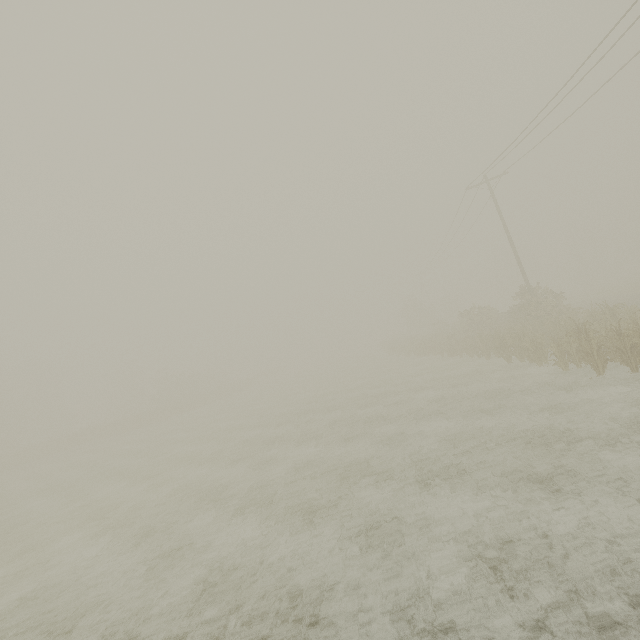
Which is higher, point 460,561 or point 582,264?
point 582,264

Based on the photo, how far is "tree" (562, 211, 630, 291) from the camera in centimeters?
5500cm

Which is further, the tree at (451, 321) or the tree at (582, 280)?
the tree at (582, 280)

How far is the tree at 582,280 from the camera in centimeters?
5500cm

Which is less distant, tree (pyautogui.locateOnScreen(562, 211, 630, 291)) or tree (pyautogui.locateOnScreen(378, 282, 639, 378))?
tree (pyautogui.locateOnScreen(378, 282, 639, 378))
